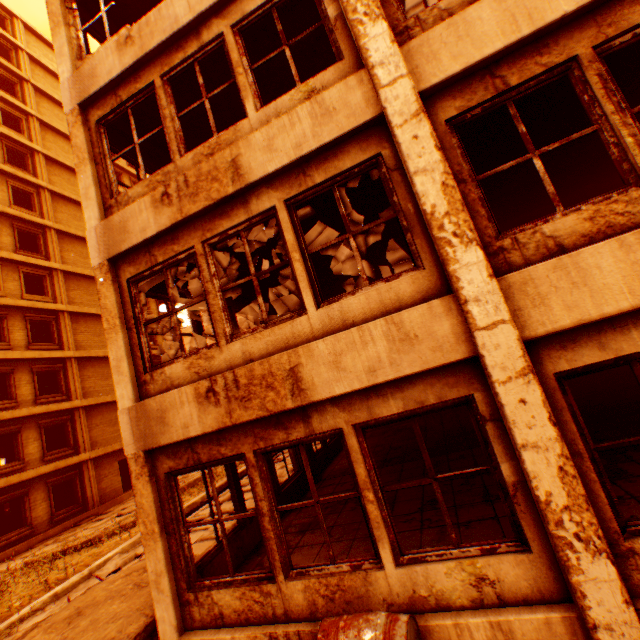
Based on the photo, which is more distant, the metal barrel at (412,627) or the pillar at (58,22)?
the pillar at (58,22)

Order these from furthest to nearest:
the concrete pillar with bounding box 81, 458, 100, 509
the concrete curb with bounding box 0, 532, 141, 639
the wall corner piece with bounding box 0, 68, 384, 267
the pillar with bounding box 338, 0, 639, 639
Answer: the concrete pillar with bounding box 81, 458, 100, 509 < the concrete curb with bounding box 0, 532, 141, 639 < the wall corner piece with bounding box 0, 68, 384, 267 < the pillar with bounding box 338, 0, 639, 639

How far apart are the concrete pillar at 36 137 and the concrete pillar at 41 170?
0.4 meters

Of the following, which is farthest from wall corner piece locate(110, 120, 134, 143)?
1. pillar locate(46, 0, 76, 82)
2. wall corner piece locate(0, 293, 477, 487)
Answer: wall corner piece locate(0, 293, 477, 487)

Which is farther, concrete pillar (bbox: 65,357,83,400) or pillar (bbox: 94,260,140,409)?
concrete pillar (bbox: 65,357,83,400)

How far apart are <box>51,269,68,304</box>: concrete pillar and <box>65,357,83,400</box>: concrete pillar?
Answer: 3.4 meters

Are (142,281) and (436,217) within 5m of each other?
yes

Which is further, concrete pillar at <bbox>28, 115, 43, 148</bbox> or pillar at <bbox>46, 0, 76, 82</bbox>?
concrete pillar at <bbox>28, 115, 43, 148</bbox>
